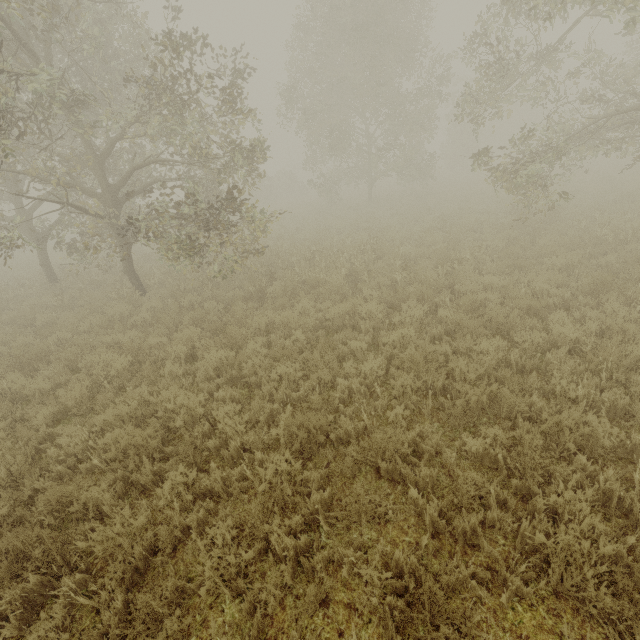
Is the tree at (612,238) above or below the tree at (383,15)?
below

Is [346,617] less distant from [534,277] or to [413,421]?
[413,421]

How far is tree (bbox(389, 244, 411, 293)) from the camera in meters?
8.6

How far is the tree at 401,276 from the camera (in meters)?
8.62

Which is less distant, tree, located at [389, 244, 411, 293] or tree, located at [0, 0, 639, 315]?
tree, located at [0, 0, 639, 315]

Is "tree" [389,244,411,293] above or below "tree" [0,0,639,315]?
below
